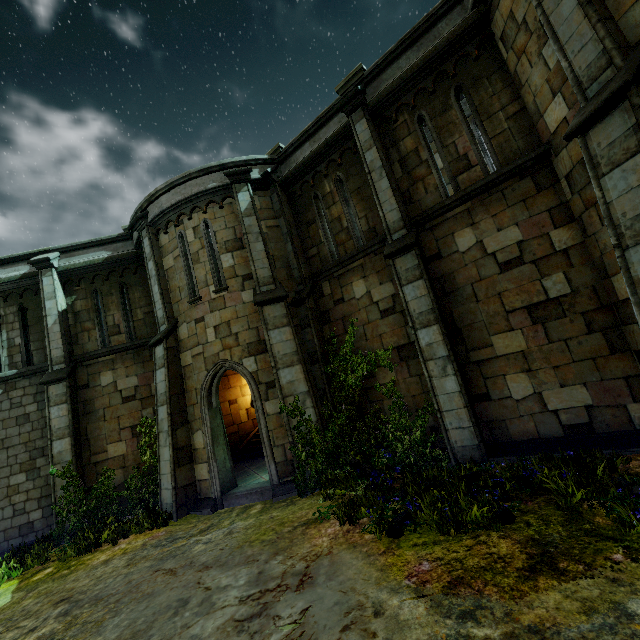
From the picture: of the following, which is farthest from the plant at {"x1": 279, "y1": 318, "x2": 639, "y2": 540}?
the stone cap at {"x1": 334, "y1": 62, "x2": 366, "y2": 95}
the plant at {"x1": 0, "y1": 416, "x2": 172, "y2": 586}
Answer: the stone cap at {"x1": 334, "y1": 62, "x2": 366, "y2": 95}

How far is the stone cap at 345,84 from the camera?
8.9 meters

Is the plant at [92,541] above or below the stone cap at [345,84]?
below

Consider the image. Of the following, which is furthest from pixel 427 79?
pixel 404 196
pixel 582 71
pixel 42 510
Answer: pixel 42 510

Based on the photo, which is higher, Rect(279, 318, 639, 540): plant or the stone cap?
the stone cap

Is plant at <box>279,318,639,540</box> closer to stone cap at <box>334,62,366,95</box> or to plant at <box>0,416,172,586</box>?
plant at <box>0,416,172,586</box>

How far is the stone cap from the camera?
8.93m
